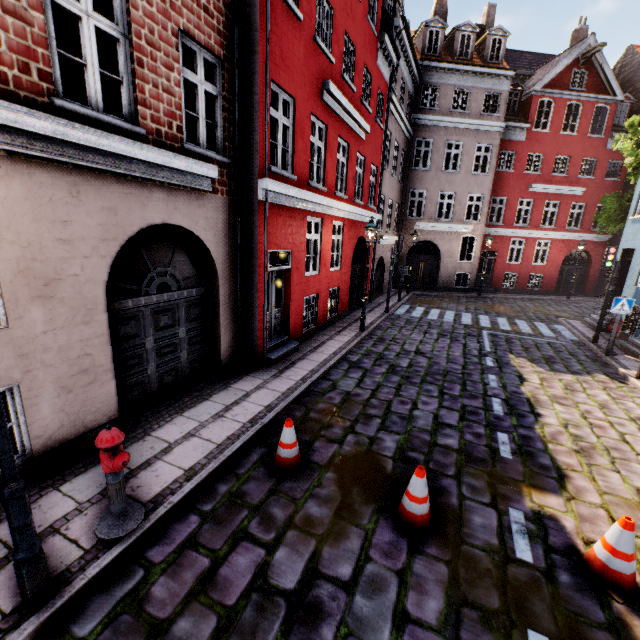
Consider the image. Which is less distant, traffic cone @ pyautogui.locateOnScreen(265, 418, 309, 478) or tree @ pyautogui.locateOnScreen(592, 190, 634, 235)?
traffic cone @ pyautogui.locateOnScreen(265, 418, 309, 478)

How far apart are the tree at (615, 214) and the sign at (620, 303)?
8.93m

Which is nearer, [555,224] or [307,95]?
[307,95]

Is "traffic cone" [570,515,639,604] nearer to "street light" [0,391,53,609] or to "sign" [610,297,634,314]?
"street light" [0,391,53,609]

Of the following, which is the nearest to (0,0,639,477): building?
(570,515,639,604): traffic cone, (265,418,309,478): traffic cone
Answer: (265,418,309,478): traffic cone

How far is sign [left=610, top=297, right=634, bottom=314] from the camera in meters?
9.9

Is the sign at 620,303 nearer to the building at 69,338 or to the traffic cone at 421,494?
the building at 69,338

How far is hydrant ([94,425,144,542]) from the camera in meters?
3.3 m
